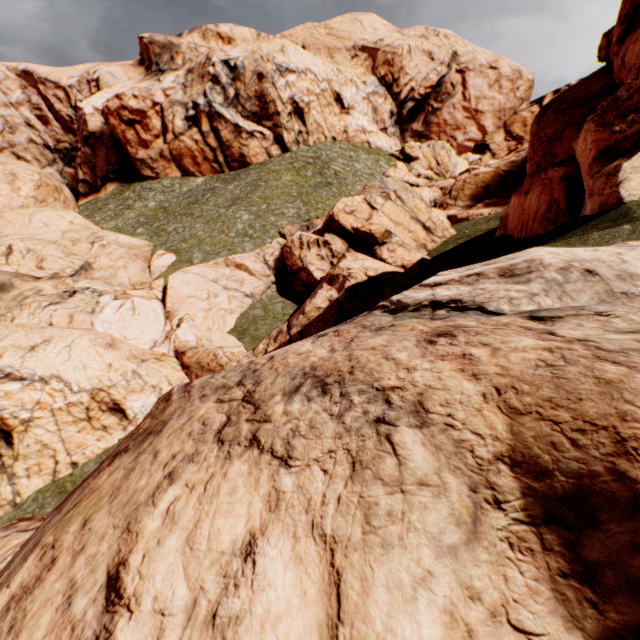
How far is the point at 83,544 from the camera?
1.4m
